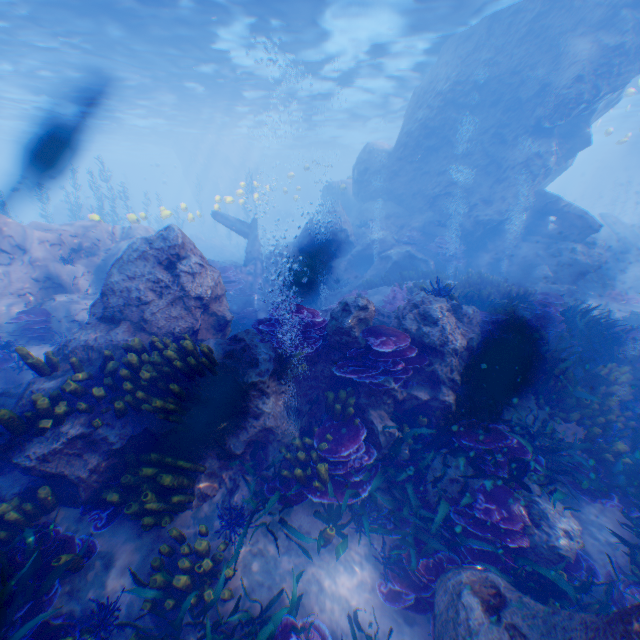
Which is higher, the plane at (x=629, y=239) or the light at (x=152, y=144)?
the light at (x=152, y=144)

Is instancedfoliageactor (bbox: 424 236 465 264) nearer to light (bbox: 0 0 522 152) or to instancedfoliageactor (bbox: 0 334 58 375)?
instancedfoliageactor (bbox: 0 334 58 375)

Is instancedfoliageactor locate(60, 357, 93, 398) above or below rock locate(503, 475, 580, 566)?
above

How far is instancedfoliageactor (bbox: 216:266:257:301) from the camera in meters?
13.9 m

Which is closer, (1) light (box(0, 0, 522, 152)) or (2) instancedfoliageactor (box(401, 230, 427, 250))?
(1) light (box(0, 0, 522, 152))

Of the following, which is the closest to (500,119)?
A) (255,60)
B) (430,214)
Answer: (430,214)

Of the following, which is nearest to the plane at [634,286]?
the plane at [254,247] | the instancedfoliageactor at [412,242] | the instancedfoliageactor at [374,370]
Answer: the instancedfoliageactor at [412,242]

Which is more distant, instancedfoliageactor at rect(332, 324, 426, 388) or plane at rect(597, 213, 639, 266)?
plane at rect(597, 213, 639, 266)
